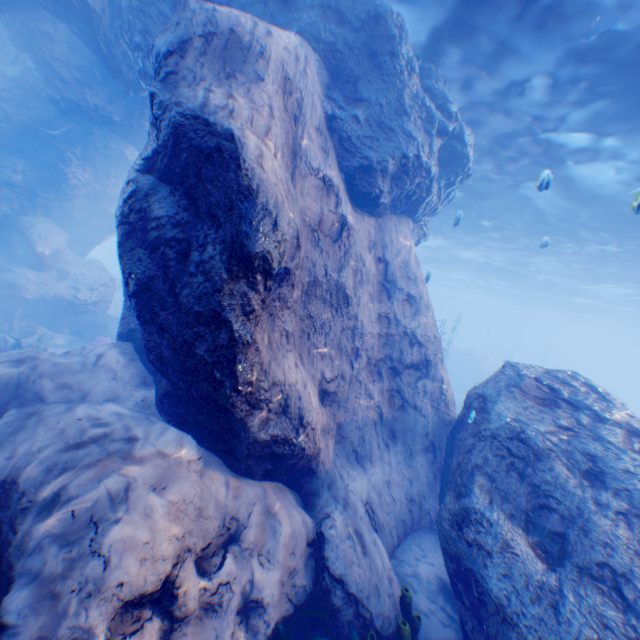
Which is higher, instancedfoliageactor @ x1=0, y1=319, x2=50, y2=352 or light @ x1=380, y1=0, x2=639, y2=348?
light @ x1=380, y1=0, x2=639, y2=348

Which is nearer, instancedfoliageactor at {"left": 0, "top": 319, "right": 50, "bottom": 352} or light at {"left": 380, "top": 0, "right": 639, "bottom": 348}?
light at {"left": 380, "top": 0, "right": 639, "bottom": 348}

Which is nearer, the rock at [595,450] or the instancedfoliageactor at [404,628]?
the rock at [595,450]

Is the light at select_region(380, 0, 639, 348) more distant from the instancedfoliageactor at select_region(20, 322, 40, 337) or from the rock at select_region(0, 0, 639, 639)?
the instancedfoliageactor at select_region(20, 322, 40, 337)

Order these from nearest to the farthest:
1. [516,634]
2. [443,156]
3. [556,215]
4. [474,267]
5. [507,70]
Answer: [516,634] → [507,70] → [443,156] → [556,215] → [474,267]

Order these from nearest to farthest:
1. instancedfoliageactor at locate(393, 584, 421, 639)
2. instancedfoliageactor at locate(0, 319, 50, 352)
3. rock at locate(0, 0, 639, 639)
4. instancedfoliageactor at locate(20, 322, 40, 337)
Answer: rock at locate(0, 0, 639, 639) → instancedfoliageactor at locate(393, 584, 421, 639) → instancedfoliageactor at locate(0, 319, 50, 352) → instancedfoliageactor at locate(20, 322, 40, 337)

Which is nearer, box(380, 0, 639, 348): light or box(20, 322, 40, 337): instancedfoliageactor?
box(380, 0, 639, 348): light

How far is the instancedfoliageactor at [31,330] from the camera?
14.2 meters
